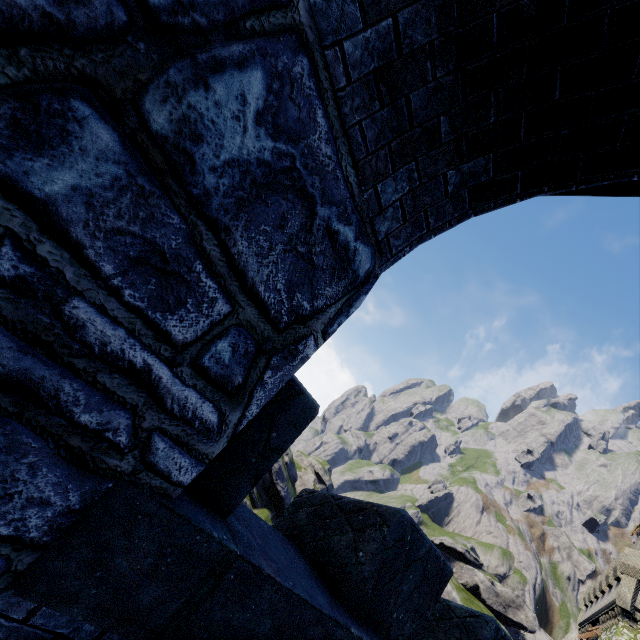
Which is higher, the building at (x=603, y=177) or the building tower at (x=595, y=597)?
the building tower at (x=595, y=597)

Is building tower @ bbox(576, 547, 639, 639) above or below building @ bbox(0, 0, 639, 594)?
above

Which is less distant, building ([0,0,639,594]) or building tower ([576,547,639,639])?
building ([0,0,639,594])

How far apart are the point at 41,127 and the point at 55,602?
1.8 meters

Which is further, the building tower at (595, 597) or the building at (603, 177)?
the building tower at (595, 597)
